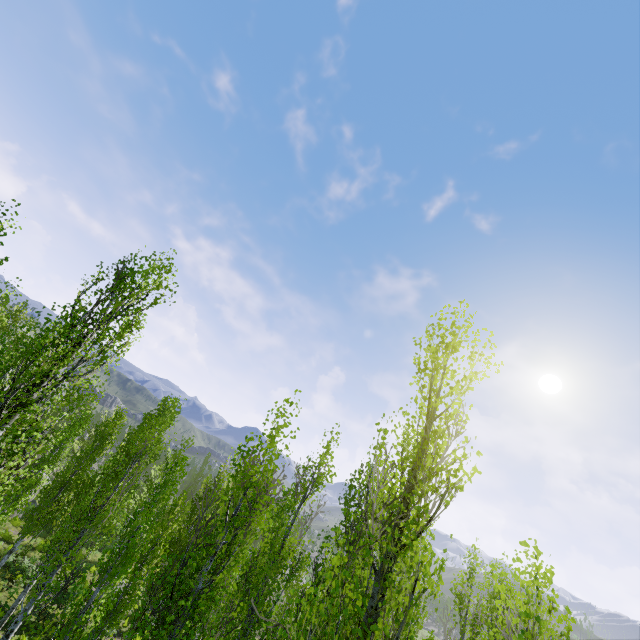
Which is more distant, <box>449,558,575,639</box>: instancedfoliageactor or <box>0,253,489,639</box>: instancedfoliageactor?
<box>0,253,489,639</box>: instancedfoliageactor

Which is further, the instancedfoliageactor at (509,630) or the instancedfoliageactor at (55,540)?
the instancedfoliageactor at (55,540)

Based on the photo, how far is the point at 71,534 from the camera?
11.83m
